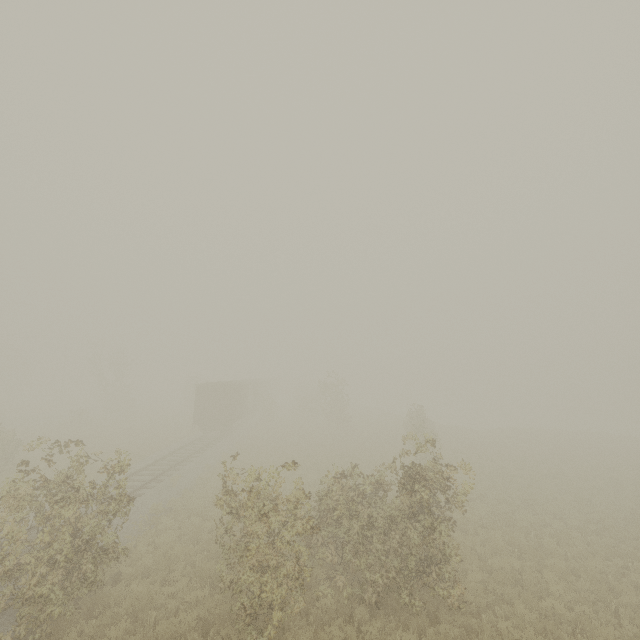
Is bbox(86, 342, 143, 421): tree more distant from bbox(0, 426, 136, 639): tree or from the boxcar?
the boxcar

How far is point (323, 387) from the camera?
37.8 meters

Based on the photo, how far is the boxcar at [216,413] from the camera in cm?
2944

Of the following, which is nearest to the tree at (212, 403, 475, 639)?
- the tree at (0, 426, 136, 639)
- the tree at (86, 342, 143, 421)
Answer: the tree at (0, 426, 136, 639)

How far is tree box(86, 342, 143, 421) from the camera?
41.0 meters

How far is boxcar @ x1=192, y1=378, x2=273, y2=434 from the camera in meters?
29.4 m

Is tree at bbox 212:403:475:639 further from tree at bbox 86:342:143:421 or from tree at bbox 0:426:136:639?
tree at bbox 86:342:143:421

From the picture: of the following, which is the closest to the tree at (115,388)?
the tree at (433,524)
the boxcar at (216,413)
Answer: the boxcar at (216,413)
